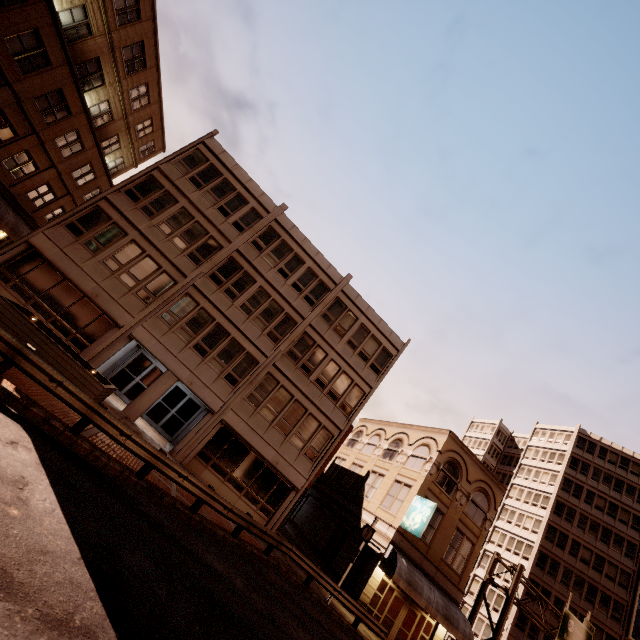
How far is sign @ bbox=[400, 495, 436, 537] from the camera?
20.2m

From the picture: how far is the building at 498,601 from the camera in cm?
4108

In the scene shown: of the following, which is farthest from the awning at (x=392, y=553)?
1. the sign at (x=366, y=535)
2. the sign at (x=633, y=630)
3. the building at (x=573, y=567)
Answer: the sign at (x=633, y=630)

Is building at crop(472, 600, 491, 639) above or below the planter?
above

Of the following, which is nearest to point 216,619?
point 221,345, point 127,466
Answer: point 127,466

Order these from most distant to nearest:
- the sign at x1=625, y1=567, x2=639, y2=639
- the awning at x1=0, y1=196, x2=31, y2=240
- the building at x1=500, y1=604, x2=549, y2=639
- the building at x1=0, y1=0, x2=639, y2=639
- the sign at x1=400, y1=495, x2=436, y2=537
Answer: the building at x1=500, y1=604, x2=549, y2=639 → the sign at x1=625, y1=567, x2=639, y2=639 → the awning at x1=0, y1=196, x2=31, y2=240 → the sign at x1=400, y1=495, x2=436, y2=537 → the building at x1=0, y1=0, x2=639, y2=639

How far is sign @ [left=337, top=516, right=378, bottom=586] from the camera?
17.05m

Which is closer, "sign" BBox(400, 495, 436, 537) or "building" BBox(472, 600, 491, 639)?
"sign" BBox(400, 495, 436, 537)
